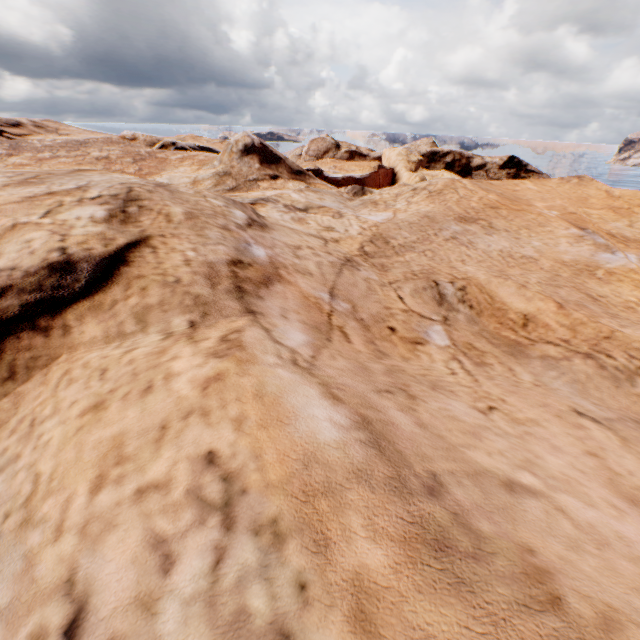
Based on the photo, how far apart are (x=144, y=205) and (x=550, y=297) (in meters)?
8.16
